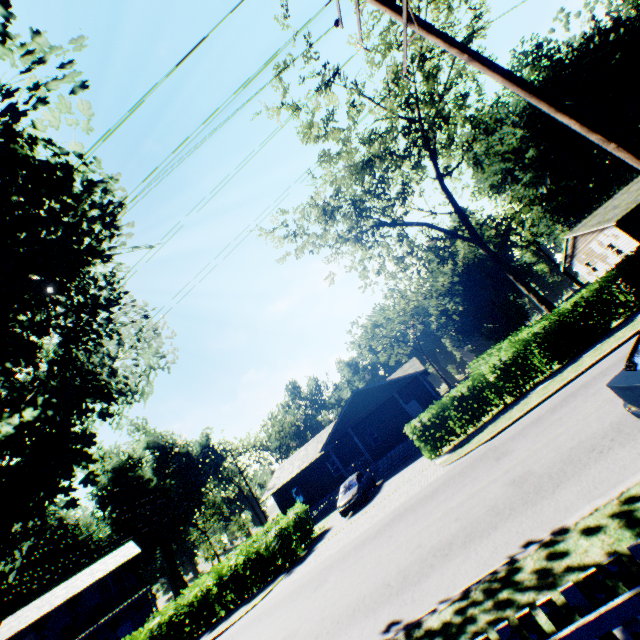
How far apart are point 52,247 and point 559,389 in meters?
18.7 m

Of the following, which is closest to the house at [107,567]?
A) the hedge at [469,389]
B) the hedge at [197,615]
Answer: the hedge at [197,615]

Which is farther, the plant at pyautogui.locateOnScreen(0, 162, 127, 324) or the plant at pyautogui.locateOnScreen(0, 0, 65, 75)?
the plant at pyautogui.locateOnScreen(0, 162, 127, 324)

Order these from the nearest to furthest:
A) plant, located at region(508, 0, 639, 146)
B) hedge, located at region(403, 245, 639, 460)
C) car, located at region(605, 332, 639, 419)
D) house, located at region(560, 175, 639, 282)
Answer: car, located at region(605, 332, 639, 419), hedge, located at region(403, 245, 639, 460), house, located at region(560, 175, 639, 282), plant, located at region(508, 0, 639, 146)

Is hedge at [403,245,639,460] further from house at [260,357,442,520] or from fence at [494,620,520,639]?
fence at [494,620,520,639]

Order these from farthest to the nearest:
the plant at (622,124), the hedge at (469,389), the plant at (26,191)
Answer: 1. the plant at (622,124)
2. the hedge at (469,389)
3. the plant at (26,191)

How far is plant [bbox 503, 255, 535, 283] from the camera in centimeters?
5410cm
